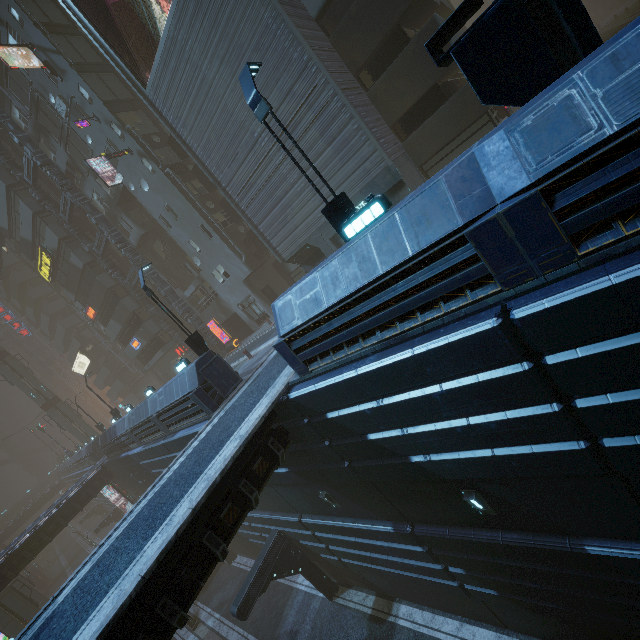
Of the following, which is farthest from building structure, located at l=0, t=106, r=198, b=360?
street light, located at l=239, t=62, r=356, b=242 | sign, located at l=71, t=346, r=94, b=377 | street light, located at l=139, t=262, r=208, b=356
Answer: sign, located at l=71, t=346, r=94, b=377

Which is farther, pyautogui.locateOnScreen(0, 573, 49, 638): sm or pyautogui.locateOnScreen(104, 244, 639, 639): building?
pyautogui.locateOnScreen(0, 573, 49, 638): sm

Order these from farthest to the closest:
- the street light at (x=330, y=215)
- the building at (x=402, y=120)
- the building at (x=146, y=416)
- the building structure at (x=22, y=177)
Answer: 1. the building structure at (x=22, y=177)
2. the building at (x=146, y=416)
3. the street light at (x=330, y=215)
4. the building at (x=402, y=120)

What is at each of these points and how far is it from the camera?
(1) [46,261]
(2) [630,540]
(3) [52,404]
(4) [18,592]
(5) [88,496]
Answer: (1) sign, 33.0 meters
(2) building, 6.6 meters
(3) sm, 45.2 meters
(4) sm, 30.7 meters
(5) building, 28.9 meters

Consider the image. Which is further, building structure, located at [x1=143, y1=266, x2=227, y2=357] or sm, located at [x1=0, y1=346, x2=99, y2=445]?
sm, located at [x1=0, y1=346, x2=99, y2=445]

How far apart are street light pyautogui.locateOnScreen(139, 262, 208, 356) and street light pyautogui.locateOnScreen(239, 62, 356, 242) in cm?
967

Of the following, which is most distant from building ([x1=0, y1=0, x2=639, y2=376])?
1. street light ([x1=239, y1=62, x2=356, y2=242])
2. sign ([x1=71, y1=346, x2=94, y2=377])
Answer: street light ([x1=239, y1=62, x2=356, y2=242])

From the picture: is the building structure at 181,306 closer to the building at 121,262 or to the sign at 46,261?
the building at 121,262
